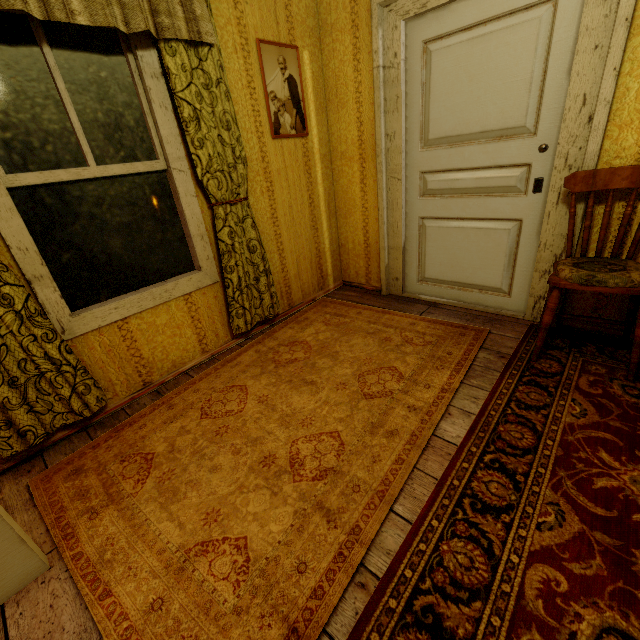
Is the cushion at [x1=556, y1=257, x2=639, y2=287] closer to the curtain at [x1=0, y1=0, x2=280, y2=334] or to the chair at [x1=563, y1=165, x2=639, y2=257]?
the chair at [x1=563, y1=165, x2=639, y2=257]

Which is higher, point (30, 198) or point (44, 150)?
point (44, 150)

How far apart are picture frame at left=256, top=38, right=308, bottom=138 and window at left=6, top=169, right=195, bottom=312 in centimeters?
92cm

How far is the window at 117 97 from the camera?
1.7m

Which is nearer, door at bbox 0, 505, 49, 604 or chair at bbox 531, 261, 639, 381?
door at bbox 0, 505, 49, 604

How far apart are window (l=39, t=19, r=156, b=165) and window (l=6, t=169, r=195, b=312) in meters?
0.1 m

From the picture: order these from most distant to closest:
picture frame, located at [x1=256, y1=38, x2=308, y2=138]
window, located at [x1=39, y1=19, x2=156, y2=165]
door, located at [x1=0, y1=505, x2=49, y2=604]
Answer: picture frame, located at [x1=256, y1=38, x2=308, y2=138], window, located at [x1=39, y1=19, x2=156, y2=165], door, located at [x1=0, y1=505, x2=49, y2=604]

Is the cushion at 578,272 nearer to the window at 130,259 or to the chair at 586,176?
the chair at 586,176
